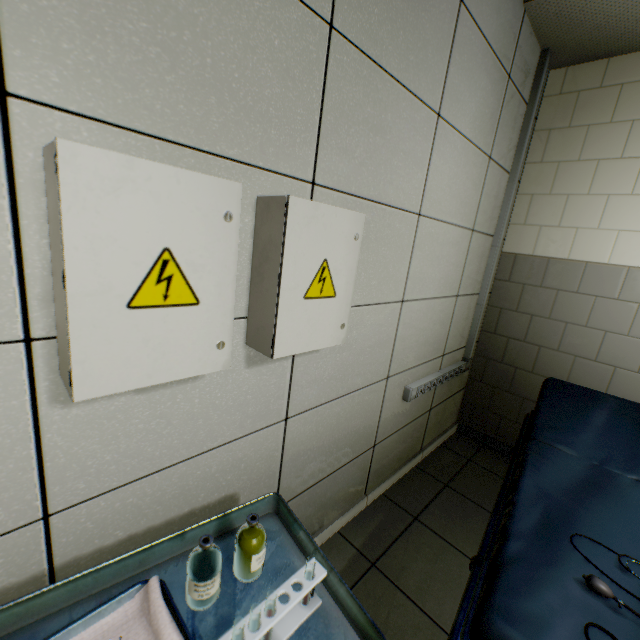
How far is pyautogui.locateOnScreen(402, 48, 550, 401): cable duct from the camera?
2.35m

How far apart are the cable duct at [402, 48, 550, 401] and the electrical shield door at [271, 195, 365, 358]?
1.1 meters

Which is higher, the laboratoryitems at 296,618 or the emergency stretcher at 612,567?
the laboratoryitems at 296,618

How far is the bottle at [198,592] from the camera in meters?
0.8 m

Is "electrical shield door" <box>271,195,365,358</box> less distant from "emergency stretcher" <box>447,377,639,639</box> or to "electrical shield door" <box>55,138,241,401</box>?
"electrical shield door" <box>55,138,241,401</box>

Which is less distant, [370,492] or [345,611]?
[345,611]

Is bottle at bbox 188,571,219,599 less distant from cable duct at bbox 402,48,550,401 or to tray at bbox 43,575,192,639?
tray at bbox 43,575,192,639

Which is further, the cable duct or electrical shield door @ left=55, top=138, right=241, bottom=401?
the cable duct
